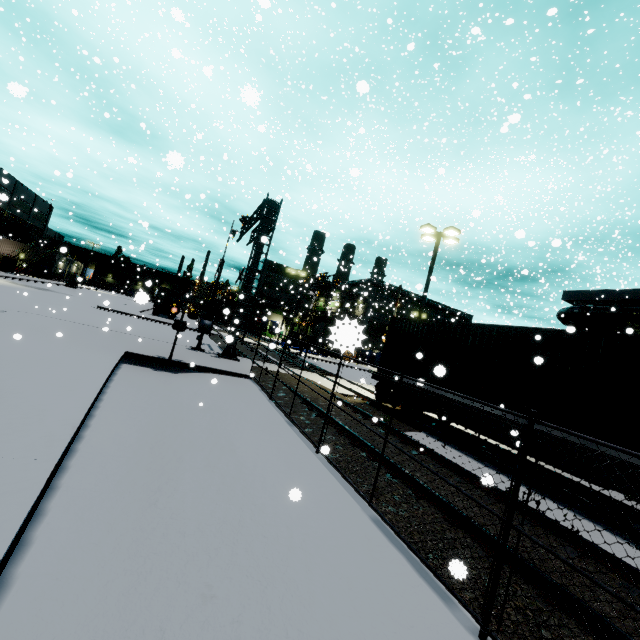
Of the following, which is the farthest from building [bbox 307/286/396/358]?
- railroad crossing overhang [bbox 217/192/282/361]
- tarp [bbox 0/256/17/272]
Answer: railroad crossing overhang [bbox 217/192/282/361]

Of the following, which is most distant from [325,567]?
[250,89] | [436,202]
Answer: [436,202]

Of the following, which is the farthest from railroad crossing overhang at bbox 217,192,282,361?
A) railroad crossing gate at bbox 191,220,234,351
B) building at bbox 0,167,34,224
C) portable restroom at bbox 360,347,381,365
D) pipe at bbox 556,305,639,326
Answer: portable restroom at bbox 360,347,381,365

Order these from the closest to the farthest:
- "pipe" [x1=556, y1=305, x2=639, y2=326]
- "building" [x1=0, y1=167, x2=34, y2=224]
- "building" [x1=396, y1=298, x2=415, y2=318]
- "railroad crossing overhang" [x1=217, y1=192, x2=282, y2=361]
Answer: "railroad crossing overhang" [x1=217, y1=192, x2=282, y2=361], "pipe" [x1=556, y1=305, x2=639, y2=326], "building" [x1=0, y1=167, x2=34, y2=224], "building" [x1=396, y1=298, x2=415, y2=318]

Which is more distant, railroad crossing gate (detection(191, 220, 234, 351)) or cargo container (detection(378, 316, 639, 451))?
railroad crossing gate (detection(191, 220, 234, 351))

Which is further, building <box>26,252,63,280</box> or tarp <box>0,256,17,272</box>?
building <box>26,252,63,280</box>

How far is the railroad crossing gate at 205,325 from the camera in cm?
1677

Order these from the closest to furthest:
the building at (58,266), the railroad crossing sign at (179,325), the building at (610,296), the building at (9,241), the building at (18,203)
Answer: the railroad crossing sign at (179,325), the building at (610,296), the building at (18,203), the building at (9,241), the building at (58,266)
